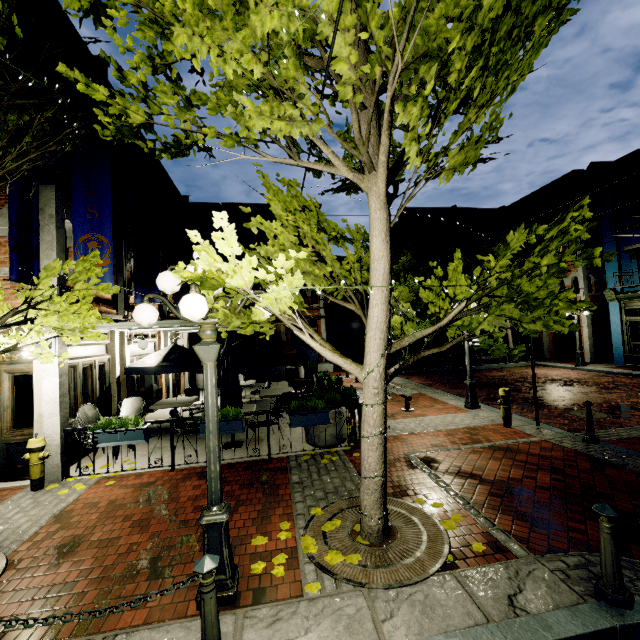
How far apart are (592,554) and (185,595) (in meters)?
4.53

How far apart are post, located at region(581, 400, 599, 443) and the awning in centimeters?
847cm

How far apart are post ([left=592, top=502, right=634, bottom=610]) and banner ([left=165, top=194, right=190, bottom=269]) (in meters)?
13.62

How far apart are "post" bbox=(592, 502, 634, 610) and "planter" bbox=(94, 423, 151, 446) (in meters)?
6.96

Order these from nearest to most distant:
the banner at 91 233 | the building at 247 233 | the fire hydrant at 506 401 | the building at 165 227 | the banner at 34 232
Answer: the banner at 34 232
the banner at 91 233
the fire hydrant at 506 401
the building at 165 227
the building at 247 233

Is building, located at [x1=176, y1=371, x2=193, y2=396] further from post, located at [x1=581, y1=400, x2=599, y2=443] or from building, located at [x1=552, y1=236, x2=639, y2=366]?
building, located at [x1=552, y1=236, x2=639, y2=366]

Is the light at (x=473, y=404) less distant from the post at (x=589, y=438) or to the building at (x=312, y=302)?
the post at (x=589, y=438)

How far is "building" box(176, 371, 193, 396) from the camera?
15.52m
